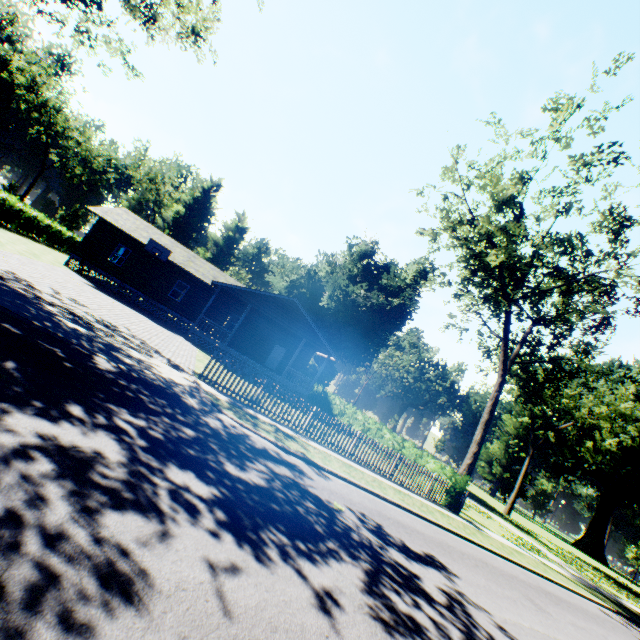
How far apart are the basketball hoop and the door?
11.43m

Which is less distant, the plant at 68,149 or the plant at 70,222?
the plant at 68,149

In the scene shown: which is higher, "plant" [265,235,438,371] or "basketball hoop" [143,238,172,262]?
"plant" [265,235,438,371]

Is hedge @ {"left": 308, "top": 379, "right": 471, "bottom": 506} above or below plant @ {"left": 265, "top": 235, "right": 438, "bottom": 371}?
below

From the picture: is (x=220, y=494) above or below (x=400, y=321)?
below

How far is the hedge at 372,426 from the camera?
16.42m

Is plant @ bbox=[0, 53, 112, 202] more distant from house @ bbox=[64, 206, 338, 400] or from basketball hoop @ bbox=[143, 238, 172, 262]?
basketball hoop @ bbox=[143, 238, 172, 262]
